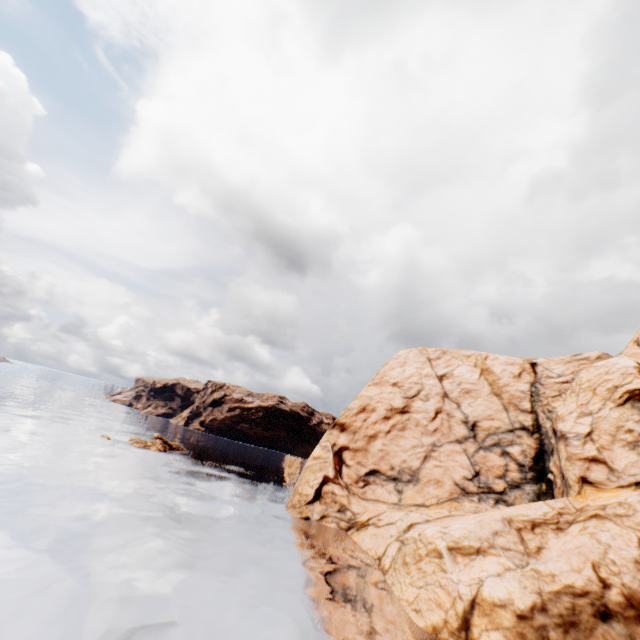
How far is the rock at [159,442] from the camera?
50.82m

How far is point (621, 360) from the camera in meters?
32.0

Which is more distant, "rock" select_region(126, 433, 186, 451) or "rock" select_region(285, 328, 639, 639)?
"rock" select_region(126, 433, 186, 451)

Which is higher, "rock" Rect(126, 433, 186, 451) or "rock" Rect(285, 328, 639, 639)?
"rock" Rect(285, 328, 639, 639)

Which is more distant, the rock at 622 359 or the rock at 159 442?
the rock at 159 442

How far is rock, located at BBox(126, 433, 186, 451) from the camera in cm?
5082
